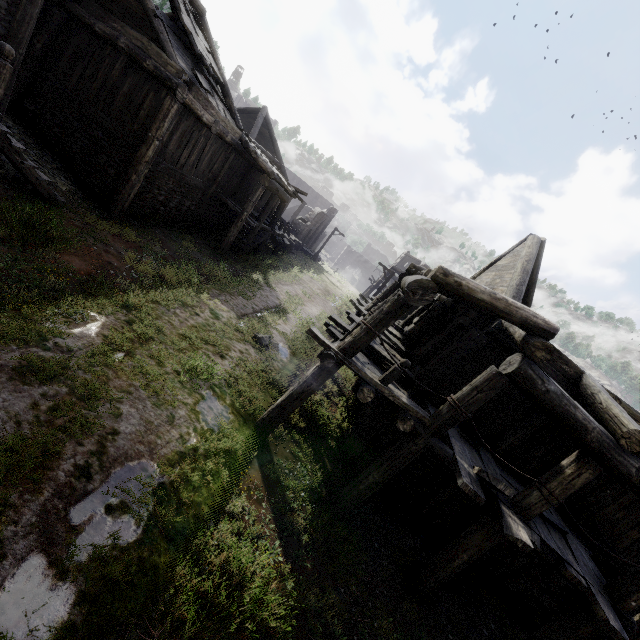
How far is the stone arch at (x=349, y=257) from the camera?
56.8 meters

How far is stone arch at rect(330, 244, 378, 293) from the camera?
56.8 meters

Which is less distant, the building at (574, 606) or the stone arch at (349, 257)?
the building at (574, 606)

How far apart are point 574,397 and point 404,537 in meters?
5.4 m

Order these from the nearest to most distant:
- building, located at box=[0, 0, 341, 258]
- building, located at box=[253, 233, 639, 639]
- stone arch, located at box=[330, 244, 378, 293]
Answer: building, located at box=[253, 233, 639, 639], building, located at box=[0, 0, 341, 258], stone arch, located at box=[330, 244, 378, 293]

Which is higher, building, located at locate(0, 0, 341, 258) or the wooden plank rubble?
the wooden plank rubble

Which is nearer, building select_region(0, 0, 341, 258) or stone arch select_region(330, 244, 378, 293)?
building select_region(0, 0, 341, 258)

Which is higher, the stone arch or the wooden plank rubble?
the wooden plank rubble
